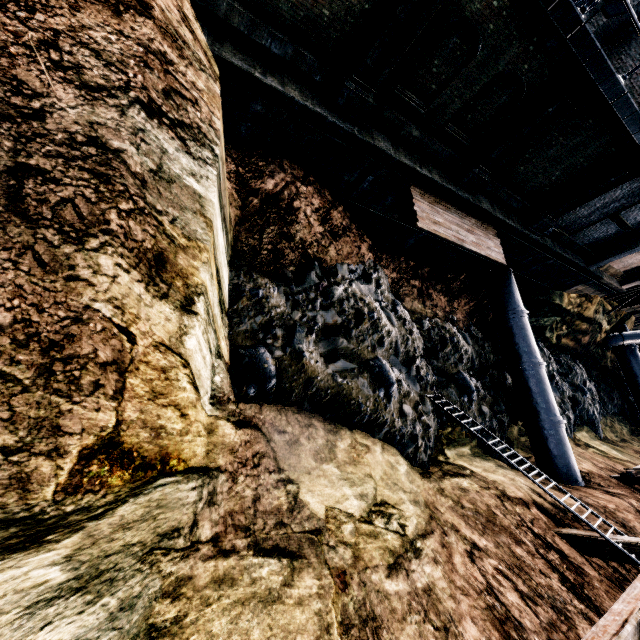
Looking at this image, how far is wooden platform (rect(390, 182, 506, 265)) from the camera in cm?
1156

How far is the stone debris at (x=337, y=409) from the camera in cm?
937

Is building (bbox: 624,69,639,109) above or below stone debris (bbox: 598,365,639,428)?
above

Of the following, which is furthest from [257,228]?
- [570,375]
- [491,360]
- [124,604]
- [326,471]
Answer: [570,375]

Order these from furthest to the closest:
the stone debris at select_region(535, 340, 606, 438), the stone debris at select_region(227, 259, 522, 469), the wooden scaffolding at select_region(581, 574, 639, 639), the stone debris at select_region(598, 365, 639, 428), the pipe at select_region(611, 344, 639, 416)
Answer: the stone debris at select_region(598, 365, 639, 428)
the pipe at select_region(611, 344, 639, 416)
the stone debris at select_region(535, 340, 606, 438)
the stone debris at select_region(227, 259, 522, 469)
the wooden scaffolding at select_region(581, 574, 639, 639)

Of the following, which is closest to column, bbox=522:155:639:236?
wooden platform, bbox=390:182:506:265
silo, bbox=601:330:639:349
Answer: wooden platform, bbox=390:182:506:265

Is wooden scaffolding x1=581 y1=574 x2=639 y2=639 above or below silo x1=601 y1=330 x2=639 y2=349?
above
